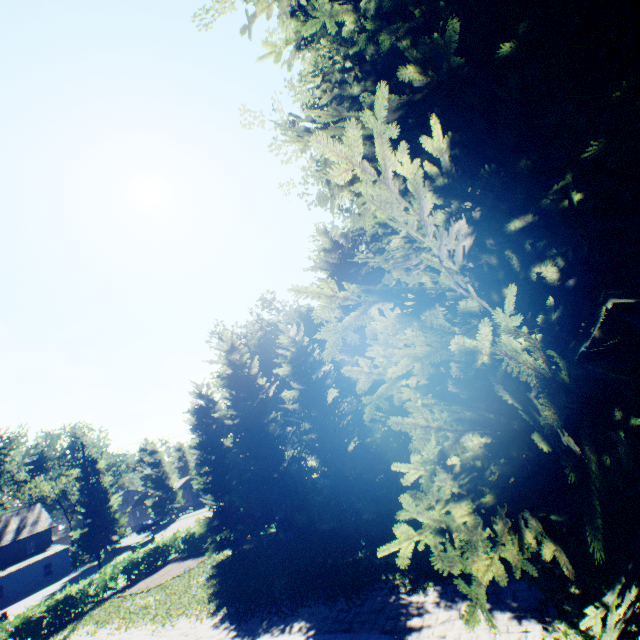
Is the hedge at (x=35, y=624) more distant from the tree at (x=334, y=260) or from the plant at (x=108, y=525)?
the plant at (x=108, y=525)

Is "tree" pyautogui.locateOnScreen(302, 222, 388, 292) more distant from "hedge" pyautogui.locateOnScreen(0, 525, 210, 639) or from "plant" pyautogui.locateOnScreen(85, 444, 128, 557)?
"plant" pyautogui.locateOnScreen(85, 444, 128, 557)

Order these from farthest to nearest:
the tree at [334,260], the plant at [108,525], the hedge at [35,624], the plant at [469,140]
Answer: the plant at [108,525] → the hedge at [35,624] → the tree at [334,260] → the plant at [469,140]

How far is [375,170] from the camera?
7.95m

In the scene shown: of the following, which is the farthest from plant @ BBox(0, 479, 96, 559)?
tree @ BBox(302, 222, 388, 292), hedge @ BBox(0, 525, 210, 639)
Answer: hedge @ BBox(0, 525, 210, 639)

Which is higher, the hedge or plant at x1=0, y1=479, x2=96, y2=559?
plant at x1=0, y1=479, x2=96, y2=559

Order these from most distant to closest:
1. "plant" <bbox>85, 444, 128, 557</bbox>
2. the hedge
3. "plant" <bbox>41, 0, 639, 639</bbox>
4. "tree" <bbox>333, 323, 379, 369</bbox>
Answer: "plant" <bbox>85, 444, 128, 557</bbox>, the hedge, "tree" <bbox>333, 323, 379, 369</bbox>, "plant" <bbox>41, 0, 639, 639</bbox>
